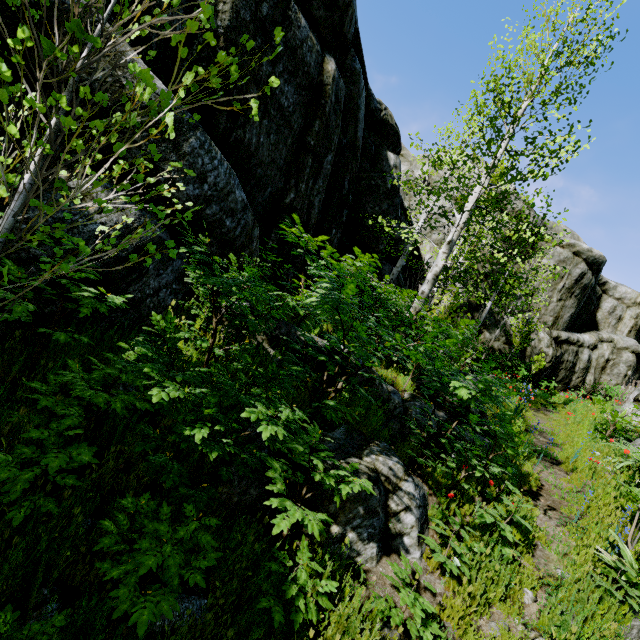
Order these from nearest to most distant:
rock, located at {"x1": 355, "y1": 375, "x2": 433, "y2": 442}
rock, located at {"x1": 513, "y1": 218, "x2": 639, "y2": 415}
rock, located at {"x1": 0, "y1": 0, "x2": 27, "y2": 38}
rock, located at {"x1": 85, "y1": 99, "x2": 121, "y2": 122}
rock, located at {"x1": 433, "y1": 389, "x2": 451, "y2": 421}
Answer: rock, located at {"x1": 0, "y1": 0, "x2": 27, "y2": 38} → rock, located at {"x1": 85, "y1": 99, "x2": 121, "y2": 122} → rock, located at {"x1": 355, "y1": 375, "x2": 433, "y2": 442} → rock, located at {"x1": 433, "y1": 389, "x2": 451, "y2": 421} → rock, located at {"x1": 513, "y1": 218, "x2": 639, "y2": 415}

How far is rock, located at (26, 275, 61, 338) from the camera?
3.12m

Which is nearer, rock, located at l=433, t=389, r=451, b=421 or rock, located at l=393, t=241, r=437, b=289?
rock, located at l=433, t=389, r=451, b=421

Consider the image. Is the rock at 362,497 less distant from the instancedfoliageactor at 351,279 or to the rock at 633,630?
the instancedfoliageactor at 351,279

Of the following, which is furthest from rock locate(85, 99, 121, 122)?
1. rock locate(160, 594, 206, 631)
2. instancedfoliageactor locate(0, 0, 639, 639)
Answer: rock locate(160, 594, 206, 631)

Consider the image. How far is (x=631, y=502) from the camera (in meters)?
4.32
